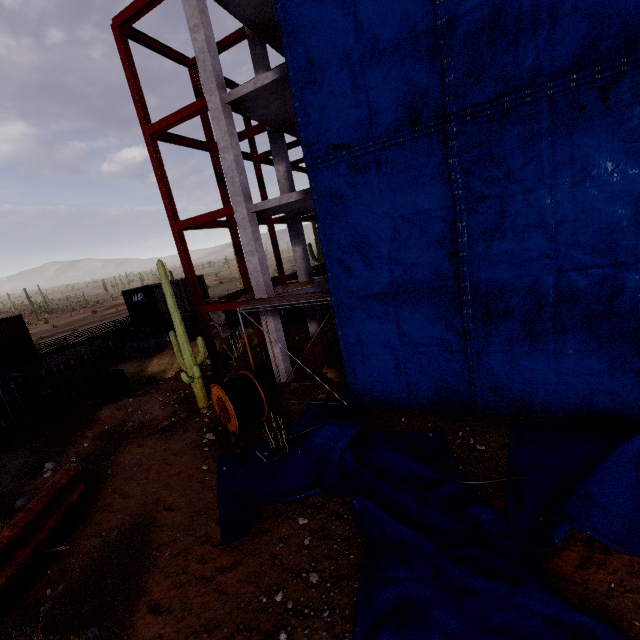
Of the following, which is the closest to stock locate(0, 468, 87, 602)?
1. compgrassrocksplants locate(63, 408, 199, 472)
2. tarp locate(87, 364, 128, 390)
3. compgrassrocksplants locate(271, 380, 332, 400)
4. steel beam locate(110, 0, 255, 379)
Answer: compgrassrocksplants locate(63, 408, 199, 472)

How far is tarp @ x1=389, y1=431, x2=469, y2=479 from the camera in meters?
7.5 m

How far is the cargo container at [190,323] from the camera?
22.88m

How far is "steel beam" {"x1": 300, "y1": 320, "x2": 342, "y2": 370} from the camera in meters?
14.6

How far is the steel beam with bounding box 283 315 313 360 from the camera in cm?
1719

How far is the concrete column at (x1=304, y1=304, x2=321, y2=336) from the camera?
17.5m

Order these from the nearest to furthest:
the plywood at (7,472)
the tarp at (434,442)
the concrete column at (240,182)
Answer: the tarp at (434,442)
the plywood at (7,472)
the concrete column at (240,182)

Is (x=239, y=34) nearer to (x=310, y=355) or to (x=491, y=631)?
(x=310, y=355)
